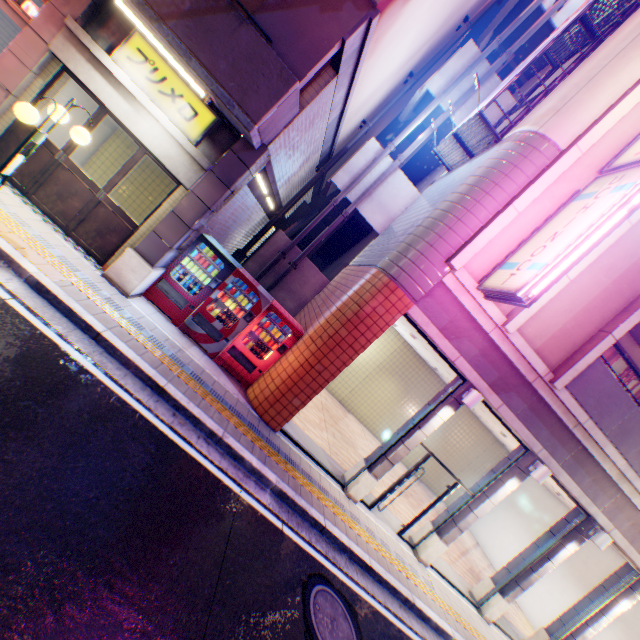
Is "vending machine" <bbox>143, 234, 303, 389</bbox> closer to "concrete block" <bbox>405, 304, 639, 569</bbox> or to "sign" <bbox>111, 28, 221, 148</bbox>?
"sign" <bbox>111, 28, 221, 148</bbox>

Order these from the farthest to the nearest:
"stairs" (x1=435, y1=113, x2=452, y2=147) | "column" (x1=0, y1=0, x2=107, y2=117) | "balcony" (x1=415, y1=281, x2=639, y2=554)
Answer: "stairs" (x1=435, y1=113, x2=452, y2=147), "balcony" (x1=415, y1=281, x2=639, y2=554), "column" (x1=0, y1=0, x2=107, y2=117)

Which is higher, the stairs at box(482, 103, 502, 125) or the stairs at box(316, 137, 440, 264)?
the stairs at box(482, 103, 502, 125)

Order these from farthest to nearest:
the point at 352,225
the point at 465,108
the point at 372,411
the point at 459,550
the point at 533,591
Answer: the point at 372,411
the point at 352,225
the point at 533,591
the point at 459,550
the point at 465,108

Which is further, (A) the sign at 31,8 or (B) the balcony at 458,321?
(A) the sign at 31,8

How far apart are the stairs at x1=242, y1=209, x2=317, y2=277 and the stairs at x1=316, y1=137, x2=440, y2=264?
0.6m

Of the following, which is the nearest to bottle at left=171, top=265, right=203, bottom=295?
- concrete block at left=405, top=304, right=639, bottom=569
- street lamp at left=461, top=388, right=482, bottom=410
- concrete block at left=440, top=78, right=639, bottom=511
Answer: concrete block at left=405, top=304, right=639, bottom=569

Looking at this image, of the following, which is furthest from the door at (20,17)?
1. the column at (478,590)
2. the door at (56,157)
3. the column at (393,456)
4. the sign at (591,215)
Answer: the column at (478,590)
